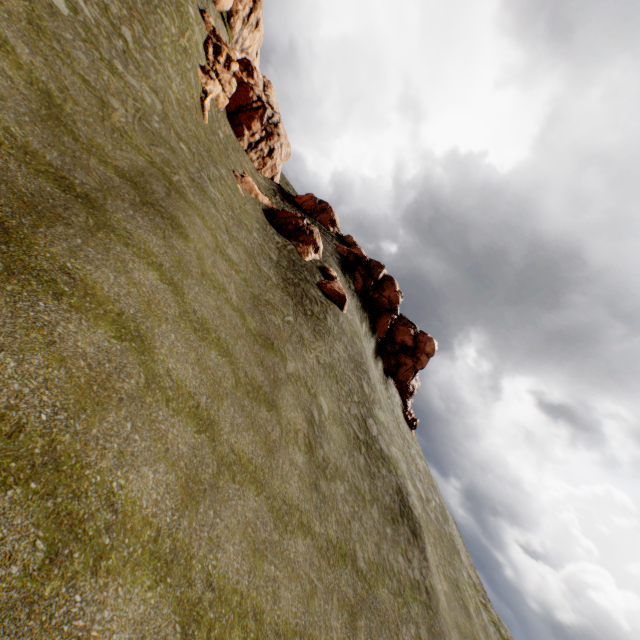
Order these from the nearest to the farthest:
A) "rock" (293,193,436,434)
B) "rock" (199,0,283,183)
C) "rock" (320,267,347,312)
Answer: "rock" (320,267,347,312)
"rock" (199,0,283,183)
"rock" (293,193,436,434)

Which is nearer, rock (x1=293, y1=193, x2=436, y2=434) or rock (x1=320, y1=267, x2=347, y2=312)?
rock (x1=320, y1=267, x2=347, y2=312)

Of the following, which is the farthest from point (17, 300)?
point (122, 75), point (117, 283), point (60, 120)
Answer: point (122, 75)

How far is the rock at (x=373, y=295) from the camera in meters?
35.6 m

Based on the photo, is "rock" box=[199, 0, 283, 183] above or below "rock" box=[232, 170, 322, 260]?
above

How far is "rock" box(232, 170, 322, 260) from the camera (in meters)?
27.31
